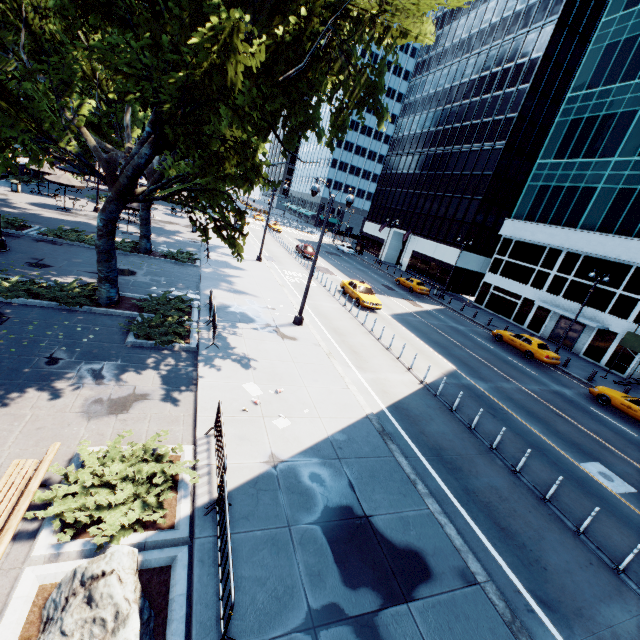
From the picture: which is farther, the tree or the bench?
the tree

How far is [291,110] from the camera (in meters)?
15.29

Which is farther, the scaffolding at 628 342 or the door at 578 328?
the door at 578 328

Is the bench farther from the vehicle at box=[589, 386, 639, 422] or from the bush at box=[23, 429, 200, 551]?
the vehicle at box=[589, 386, 639, 422]

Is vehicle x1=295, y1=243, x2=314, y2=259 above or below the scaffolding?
below

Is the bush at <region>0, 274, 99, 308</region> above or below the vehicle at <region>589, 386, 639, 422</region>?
below

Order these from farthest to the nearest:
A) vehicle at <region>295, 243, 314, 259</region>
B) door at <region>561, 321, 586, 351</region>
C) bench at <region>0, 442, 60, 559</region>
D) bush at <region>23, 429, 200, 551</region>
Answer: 1. vehicle at <region>295, 243, 314, 259</region>
2. door at <region>561, 321, 586, 351</region>
3. bush at <region>23, 429, 200, 551</region>
4. bench at <region>0, 442, 60, 559</region>

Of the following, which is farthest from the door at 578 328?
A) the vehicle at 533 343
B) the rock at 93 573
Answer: the rock at 93 573
